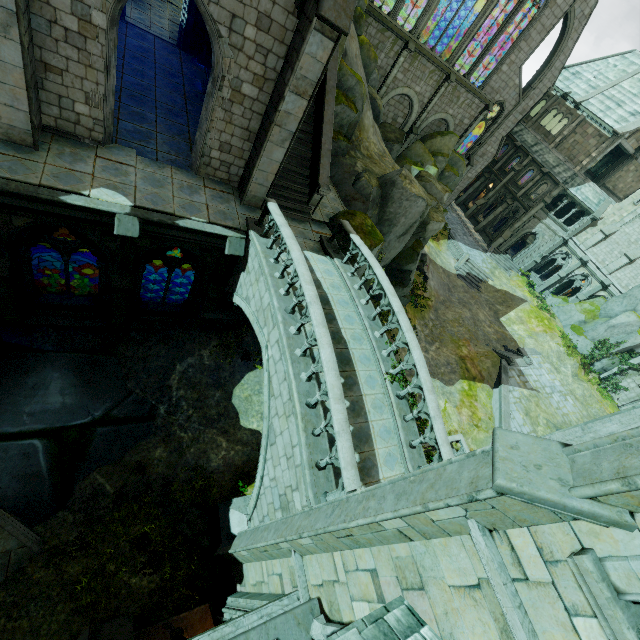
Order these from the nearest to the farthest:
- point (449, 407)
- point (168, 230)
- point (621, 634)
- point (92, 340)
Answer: point (621, 634) → point (168, 230) → point (92, 340) → point (449, 407)

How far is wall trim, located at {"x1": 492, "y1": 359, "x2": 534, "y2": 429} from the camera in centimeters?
2091cm

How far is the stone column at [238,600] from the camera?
7.5m

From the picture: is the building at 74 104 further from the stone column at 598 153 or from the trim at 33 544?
the stone column at 598 153

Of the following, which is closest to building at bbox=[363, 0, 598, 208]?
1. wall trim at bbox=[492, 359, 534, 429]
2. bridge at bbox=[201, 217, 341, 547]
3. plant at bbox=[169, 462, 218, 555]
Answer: bridge at bbox=[201, 217, 341, 547]

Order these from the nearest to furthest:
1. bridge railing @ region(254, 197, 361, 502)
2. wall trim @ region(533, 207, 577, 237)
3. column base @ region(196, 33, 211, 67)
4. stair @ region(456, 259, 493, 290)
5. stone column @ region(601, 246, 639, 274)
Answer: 1. bridge railing @ region(254, 197, 361, 502)
2. column base @ region(196, 33, 211, 67)
3. stone column @ region(601, 246, 639, 274)
4. stair @ region(456, 259, 493, 290)
5. wall trim @ region(533, 207, 577, 237)

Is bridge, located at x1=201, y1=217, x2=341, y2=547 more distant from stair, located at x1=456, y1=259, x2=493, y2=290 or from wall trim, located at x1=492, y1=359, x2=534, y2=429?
stair, located at x1=456, y1=259, x2=493, y2=290

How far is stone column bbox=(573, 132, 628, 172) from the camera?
30.8m
